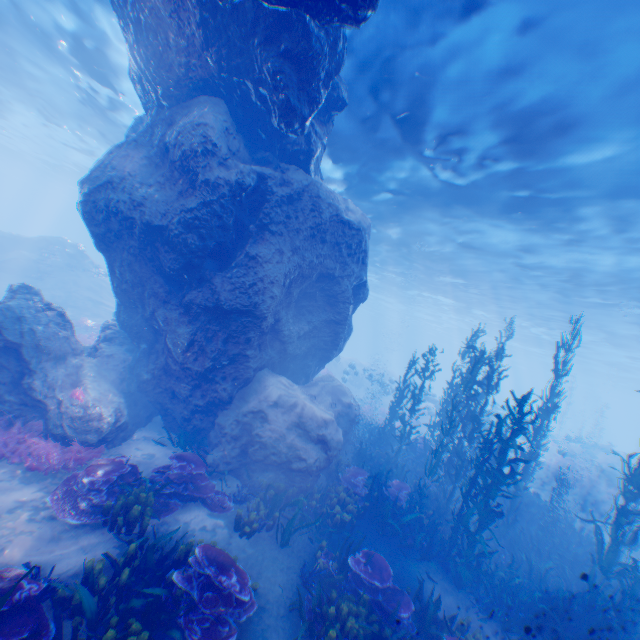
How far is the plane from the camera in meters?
20.4 m

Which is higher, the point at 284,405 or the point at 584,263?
the point at 584,263

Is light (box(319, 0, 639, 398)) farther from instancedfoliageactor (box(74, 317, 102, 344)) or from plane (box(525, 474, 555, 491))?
plane (box(525, 474, 555, 491))

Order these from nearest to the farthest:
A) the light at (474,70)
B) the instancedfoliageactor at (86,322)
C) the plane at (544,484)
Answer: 1. the light at (474,70)
2. the instancedfoliageactor at (86,322)
3. the plane at (544,484)

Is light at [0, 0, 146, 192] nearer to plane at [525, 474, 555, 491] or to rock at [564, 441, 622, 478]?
rock at [564, 441, 622, 478]

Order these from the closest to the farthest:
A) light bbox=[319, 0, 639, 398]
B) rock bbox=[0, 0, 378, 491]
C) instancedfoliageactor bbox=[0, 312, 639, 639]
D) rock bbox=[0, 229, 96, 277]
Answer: instancedfoliageactor bbox=[0, 312, 639, 639], light bbox=[319, 0, 639, 398], rock bbox=[0, 0, 378, 491], rock bbox=[0, 229, 96, 277]

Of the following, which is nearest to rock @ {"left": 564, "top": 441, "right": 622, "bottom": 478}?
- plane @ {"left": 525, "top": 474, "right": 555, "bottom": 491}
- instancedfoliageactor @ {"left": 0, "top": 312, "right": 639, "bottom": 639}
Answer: plane @ {"left": 525, "top": 474, "right": 555, "bottom": 491}

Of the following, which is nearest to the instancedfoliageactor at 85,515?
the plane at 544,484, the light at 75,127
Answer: the plane at 544,484
